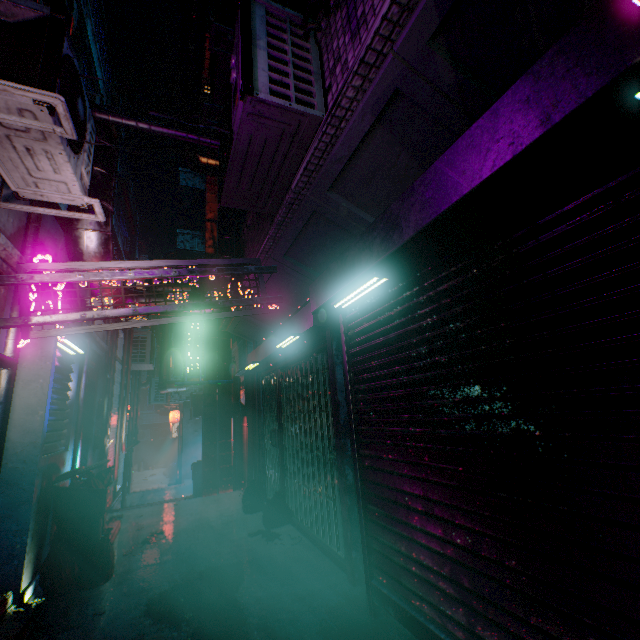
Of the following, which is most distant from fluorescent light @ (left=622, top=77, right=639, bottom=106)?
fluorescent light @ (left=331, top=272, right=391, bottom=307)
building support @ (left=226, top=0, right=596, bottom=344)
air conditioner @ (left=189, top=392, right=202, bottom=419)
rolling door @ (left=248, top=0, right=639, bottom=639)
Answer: air conditioner @ (left=189, top=392, right=202, bottom=419)

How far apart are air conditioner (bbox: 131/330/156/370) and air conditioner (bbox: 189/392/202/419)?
2.1 meters

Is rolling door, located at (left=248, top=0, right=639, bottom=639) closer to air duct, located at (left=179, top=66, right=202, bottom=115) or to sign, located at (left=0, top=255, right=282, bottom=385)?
sign, located at (left=0, top=255, right=282, bottom=385)

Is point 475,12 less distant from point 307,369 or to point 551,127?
point 551,127

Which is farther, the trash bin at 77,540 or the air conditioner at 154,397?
the air conditioner at 154,397

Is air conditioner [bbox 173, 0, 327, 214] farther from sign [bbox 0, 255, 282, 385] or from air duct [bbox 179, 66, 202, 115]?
air duct [bbox 179, 66, 202, 115]

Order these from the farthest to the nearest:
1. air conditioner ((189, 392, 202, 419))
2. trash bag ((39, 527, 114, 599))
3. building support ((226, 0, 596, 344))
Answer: air conditioner ((189, 392, 202, 419)) → trash bag ((39, 527, 114, 599)) → building support ((226, 0, 596, 344))

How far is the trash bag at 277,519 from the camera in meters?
4.6 m
